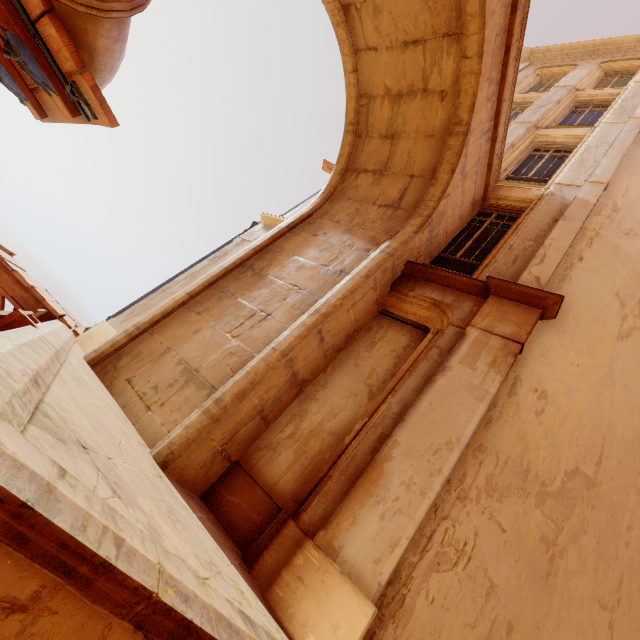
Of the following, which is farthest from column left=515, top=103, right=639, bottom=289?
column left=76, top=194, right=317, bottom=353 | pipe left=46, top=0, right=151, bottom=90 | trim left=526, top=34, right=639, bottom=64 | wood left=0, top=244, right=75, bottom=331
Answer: wood left=0, top=244, right=75, bottom=331

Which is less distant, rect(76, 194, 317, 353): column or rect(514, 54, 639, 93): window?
rect(76, 194, 317, 353): column

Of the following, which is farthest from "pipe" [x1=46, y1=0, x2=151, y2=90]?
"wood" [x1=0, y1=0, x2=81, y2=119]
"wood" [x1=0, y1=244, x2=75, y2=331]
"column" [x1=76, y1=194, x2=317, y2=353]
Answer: "column" [x1=76, y1=194, x2=317, y2=353]

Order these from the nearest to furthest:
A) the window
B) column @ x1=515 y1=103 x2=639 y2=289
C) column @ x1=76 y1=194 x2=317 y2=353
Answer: column @ x1=515 y1=103 x2=639 y2=289 → column @ x1=76 y1=194 x2=317 y2=353 → the window

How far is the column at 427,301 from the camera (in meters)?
3.10

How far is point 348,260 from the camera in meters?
5.5 m

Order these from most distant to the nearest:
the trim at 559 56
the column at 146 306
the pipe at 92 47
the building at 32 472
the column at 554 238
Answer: the trim at 559 56 < the column at 146 306 < the column at 554 238 < the pipe at 92 47 < the building at 32 472

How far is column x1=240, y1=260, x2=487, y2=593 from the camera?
3.1 meters
